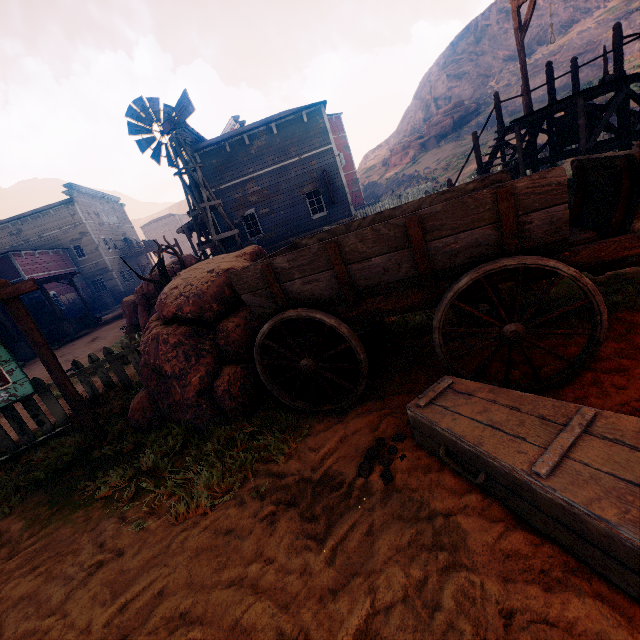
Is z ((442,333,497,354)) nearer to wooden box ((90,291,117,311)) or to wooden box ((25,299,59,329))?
wooden box ((90,291,117,311))

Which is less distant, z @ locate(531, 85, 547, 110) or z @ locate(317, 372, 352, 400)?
z @ locate(317, 372, 352, 400)

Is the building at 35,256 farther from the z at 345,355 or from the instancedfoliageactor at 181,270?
the instancedfoliageactor at 181,270

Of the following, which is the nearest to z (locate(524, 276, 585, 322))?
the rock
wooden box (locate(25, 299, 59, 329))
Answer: wooden box (locate(25, 299, 59, 329))

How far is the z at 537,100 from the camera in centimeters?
3675cm

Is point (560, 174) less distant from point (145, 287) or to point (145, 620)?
point (145, 620)

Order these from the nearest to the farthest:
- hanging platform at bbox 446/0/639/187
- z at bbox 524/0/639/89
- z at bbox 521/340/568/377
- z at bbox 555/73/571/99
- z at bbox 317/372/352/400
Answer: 1. z at bbox 521/340/568/377
2. z at bbox 317/372/352/400
3. hanging platform at bbox 446/0/639/187
4. z at bbox 524/0/639/89
5. z at bbox 555/73/571/99

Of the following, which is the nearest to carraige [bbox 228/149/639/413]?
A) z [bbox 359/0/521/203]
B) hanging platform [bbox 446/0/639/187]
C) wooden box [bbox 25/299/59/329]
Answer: z [bbox 359/0/521/203]
